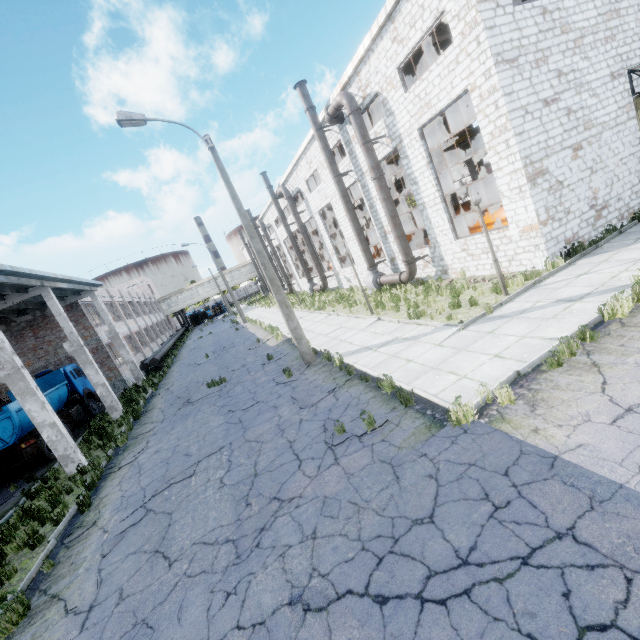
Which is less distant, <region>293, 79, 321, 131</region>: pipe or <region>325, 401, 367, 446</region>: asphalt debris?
<region>325, 401, 367, 446</region>: asphalt debris

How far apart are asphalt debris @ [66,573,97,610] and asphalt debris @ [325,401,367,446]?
4.8 meters

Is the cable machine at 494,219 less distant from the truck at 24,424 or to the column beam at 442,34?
the column beam at 442,34

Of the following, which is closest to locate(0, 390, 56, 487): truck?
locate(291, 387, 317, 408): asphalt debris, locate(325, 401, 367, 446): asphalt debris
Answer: locate(325, 401, 367, 446): asphalt debris

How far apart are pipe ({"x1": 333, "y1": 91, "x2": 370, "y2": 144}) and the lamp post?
7.4 meters

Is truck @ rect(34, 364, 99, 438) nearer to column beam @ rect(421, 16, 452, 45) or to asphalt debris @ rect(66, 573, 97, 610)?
asphalt debris @ rect(66, 573, 97, 610)

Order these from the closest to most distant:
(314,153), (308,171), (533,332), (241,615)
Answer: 1. (241,615)
2. (533,332)
3. (314,153)
4. (308,171)

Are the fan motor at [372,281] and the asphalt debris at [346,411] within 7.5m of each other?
no
